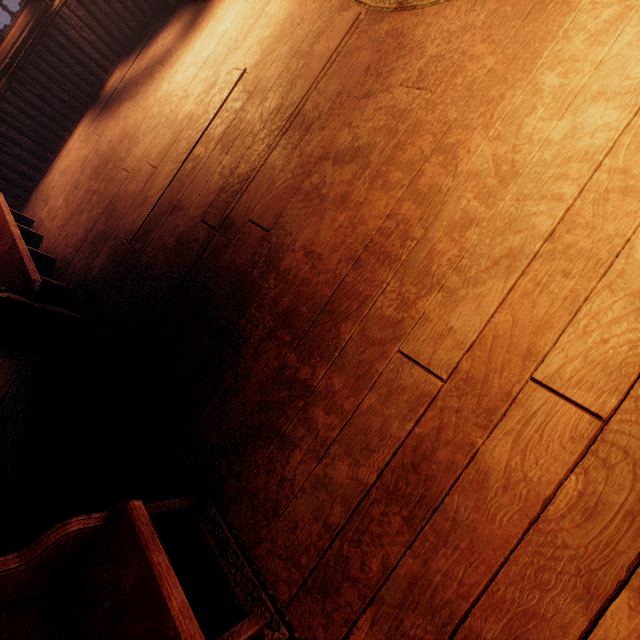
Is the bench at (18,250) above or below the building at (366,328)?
above

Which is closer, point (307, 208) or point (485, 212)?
point (485, 212)

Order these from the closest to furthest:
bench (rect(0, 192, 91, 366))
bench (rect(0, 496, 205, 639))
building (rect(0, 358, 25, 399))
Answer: bench (rect(0, 496, 205, 639)), bench (rect(0, 192, 91, 366)), building (rect(0, 358, 25, 399))

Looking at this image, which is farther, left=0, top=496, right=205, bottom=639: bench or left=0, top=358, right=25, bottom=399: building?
left=0, top=358, right=25, bottom=399: building

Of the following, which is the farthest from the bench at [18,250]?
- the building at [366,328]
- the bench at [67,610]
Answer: the bench at [67,610]

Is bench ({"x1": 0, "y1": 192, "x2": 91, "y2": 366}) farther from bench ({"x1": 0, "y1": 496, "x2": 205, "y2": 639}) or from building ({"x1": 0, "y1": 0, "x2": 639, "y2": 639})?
bench ({"x1": 0, "y1": 496, "x2": 205, "y2": 639})
